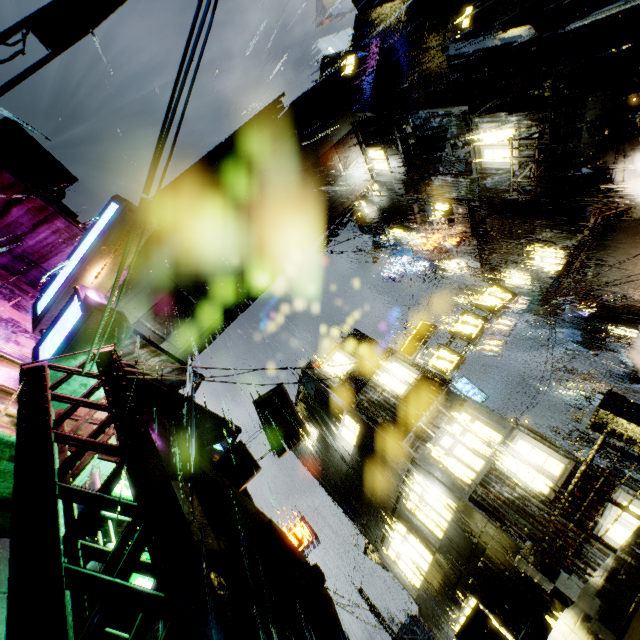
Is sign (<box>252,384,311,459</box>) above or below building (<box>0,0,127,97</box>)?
below

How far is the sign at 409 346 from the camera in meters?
16.4

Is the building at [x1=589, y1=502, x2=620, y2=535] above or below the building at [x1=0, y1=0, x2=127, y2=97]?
below

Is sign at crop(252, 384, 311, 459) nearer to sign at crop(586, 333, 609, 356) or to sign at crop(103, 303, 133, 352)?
sign at crop(103, 303, 133, 352)

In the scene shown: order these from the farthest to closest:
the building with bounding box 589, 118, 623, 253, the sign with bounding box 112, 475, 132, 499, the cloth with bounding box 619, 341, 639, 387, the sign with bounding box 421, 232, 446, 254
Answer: the sign with bounding box 421, 232, 446, 254 < the cloth with bounding box 619, 341, 639, 387 < the building with bounding box 589, 118, 623, 253 < the sign with bounding box 112, 475, 132, 499

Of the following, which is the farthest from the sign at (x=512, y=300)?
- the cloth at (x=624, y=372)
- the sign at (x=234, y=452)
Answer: the cloth at (x=624, y=372)

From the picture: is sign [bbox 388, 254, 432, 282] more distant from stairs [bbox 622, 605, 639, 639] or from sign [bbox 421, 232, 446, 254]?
stairs [bbox 622, 605, 639, 639]

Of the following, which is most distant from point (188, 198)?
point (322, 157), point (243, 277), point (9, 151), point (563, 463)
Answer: point (9, 151)
